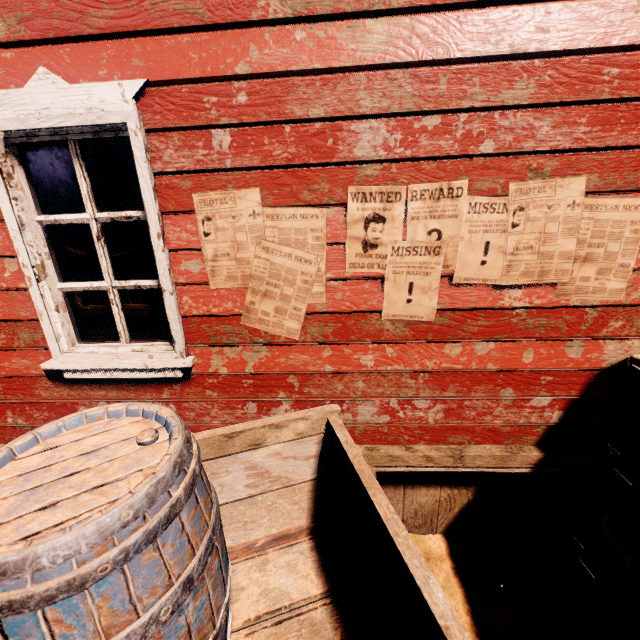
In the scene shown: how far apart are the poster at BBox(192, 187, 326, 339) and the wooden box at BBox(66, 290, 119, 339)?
0.54m

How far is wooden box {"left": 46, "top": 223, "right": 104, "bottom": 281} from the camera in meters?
2.3 m

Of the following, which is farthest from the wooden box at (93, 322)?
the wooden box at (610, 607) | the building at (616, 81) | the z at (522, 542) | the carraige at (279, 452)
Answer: the wooden box at (610, 607)

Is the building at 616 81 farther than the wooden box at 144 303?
No

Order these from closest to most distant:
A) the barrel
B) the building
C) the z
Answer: the barrel < the building < the z

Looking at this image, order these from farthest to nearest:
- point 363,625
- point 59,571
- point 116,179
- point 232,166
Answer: point 116,179, point 232,166, point 363,625, point 59,571

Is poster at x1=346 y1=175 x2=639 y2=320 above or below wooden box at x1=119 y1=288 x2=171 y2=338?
above
